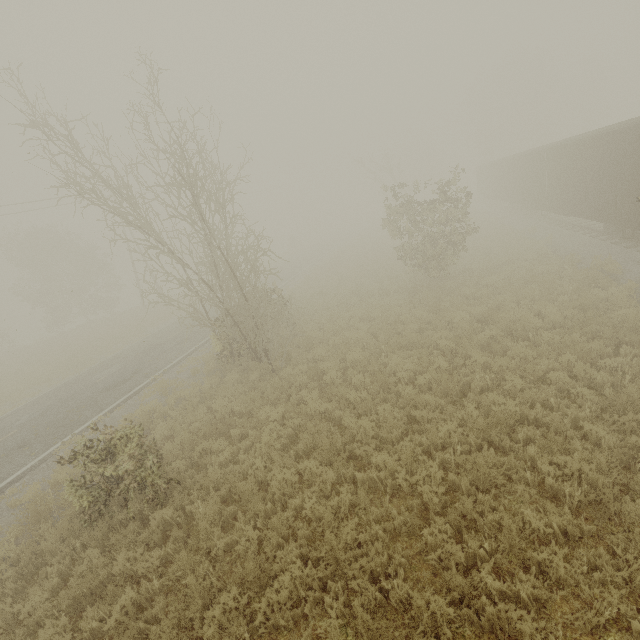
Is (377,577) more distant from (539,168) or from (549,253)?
(539,168)

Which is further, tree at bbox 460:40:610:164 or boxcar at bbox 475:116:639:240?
tree at bbox 460:40:610:164

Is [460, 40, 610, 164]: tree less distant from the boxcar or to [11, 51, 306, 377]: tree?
the boxcar

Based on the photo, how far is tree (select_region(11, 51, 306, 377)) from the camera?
10.09m

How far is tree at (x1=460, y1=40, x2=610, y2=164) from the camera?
44.7 meters

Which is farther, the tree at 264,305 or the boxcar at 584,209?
the boxcar at 584,209

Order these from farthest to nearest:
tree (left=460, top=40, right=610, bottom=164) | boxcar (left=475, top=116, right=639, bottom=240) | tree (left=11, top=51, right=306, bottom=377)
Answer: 1. tree (left=460, top=40, right=610, bottom=164)
2. boxcar (left=475, top=116, right=639, bottom=240)
3. tree (left=11, top=51, right=306, bottom=377)

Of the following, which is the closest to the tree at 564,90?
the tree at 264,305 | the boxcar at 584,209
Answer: the boxcar at 584,209
